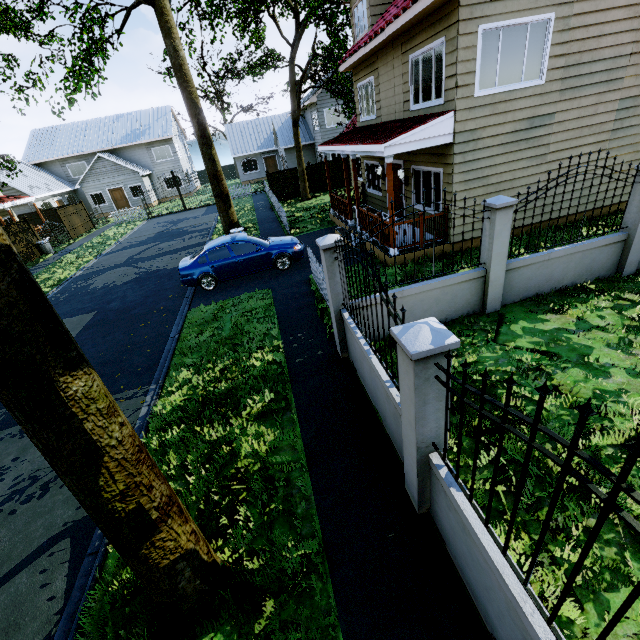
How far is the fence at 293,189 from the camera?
17.8m

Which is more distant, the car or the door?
the door

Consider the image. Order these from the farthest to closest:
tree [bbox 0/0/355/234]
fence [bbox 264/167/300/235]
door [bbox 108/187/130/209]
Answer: door [bbox 108/187/130/209] → fence [bbox 264/167/300/235] → tree [bbox 0/0/355/234]

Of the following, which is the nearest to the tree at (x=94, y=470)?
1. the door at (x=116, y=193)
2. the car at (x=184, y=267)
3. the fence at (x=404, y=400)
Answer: the fence at (x=404, y=400)

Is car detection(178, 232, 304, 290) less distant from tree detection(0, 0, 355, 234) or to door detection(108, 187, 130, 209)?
tree detection(0, 0, 355, 234)

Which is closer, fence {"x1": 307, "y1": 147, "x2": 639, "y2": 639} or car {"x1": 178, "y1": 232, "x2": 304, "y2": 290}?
fence {"x1": 307, "y1": 147, "x2": 639, "y2": 639}

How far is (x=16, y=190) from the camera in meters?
28.1

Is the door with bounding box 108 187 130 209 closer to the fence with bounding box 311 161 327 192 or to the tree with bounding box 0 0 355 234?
the fence with bounding box 311 161 327 192
